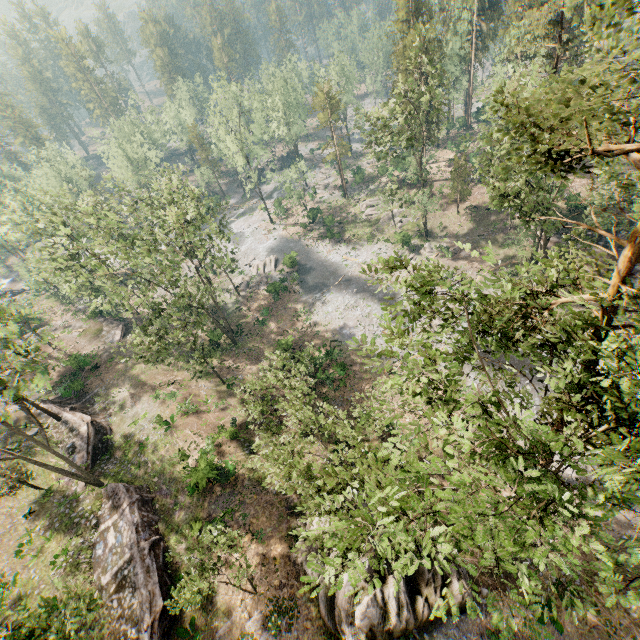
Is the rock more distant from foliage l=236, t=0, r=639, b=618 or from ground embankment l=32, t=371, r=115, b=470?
ground embankment l=32, t=371, r=115, b=470

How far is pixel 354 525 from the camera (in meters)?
9.88

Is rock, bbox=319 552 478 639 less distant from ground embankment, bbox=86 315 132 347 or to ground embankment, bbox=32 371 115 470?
ground embankment, bbox=32 371 115 470

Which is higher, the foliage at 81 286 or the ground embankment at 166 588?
the foliage at 81 286

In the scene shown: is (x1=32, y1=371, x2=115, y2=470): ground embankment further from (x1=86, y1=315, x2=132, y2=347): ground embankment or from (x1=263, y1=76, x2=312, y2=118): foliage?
(x1=86, y1=315, x2=132, y2=347): ground embankment

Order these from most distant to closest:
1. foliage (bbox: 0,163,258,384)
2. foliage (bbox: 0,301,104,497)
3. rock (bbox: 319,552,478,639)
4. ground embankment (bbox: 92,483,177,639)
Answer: foliage (bbox: 0,163,258,384) < ground embankment (bbox: 92,483,177,639) < foliage (bbox: 0,301,104,497) < rock (bbox: 319,552,478,639)

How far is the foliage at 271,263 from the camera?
47.8m

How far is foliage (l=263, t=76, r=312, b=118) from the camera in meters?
56.4 m
